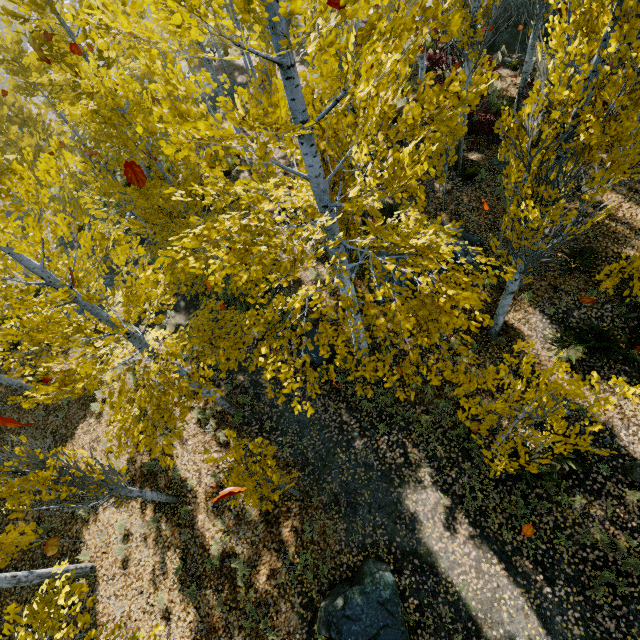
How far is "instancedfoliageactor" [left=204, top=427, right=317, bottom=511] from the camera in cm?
475

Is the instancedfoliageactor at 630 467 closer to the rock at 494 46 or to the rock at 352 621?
the rock at 494 46

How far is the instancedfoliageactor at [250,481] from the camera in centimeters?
475cm

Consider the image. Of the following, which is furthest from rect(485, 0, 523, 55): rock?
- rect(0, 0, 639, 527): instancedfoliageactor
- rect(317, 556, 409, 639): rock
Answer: rect(317, 556, 409, 639): rock

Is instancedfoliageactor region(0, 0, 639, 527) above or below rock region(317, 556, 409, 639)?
above

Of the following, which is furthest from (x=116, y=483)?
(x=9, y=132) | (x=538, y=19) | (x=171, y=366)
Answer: (x=9, y=132)

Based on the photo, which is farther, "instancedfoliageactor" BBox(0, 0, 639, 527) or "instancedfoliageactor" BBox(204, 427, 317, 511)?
"instancedfoliageactor" BBox(204, 427, 317, 511)
